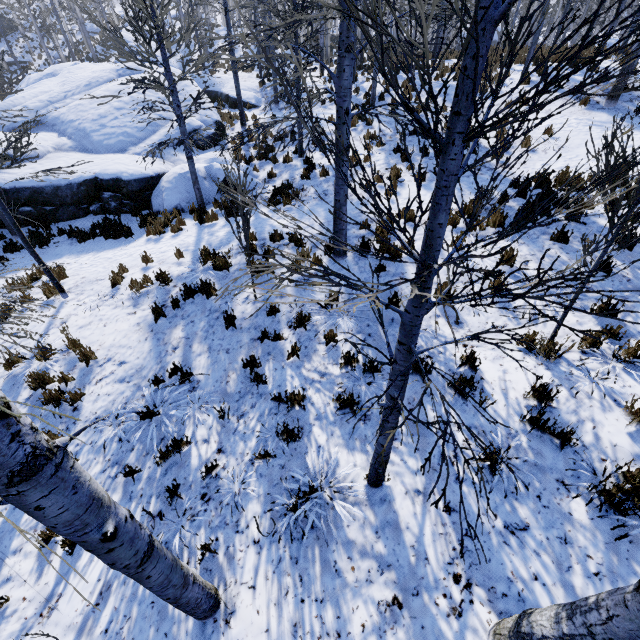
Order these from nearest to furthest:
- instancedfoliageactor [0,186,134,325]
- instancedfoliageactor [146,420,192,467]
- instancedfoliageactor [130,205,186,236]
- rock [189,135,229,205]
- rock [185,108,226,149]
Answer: instancedfoliageactor [0,186,134,325], instancedfoliageactor [146,420,192,467], instancedfoliageactor [130,205,186,236], rock [189,135,229,205], rock [185,108,226,149]

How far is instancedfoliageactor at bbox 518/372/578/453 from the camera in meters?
3.6

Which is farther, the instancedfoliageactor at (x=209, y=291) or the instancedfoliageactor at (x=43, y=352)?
the instancedfoliageactor at (x=209, y=291)

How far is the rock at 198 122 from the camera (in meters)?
13.17

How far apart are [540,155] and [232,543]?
11.5m

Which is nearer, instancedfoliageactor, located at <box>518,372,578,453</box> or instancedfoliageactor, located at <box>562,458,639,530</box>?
instancedfoliageactor, located at <box>562,458,639,530</box>
